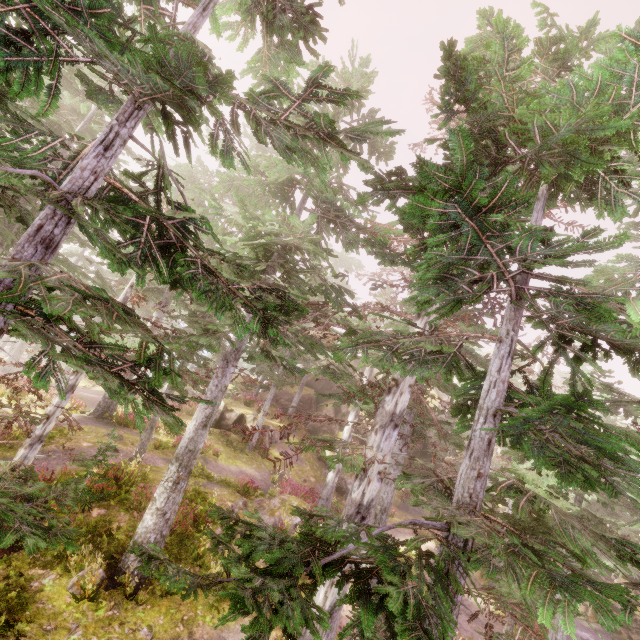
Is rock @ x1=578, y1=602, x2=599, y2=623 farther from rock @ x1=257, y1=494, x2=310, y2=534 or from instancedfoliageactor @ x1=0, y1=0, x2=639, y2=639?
rock @ x1=257, y1=494, x2=310, y2=534

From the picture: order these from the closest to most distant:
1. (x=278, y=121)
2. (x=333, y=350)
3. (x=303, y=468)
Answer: (x=278, y=121)
(x=333, y=350)
(x=303, y=468)

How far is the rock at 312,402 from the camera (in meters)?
30.80

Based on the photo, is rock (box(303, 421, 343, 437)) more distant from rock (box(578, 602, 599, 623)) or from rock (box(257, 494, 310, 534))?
rock (box(257, 494, 310, 534))

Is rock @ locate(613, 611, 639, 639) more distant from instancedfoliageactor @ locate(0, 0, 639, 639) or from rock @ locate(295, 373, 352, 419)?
rock @ locate(295, 373, 352, 419)

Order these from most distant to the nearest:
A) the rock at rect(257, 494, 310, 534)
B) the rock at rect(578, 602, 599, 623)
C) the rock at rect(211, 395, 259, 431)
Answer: the rock at rect(211, 395, 259, 431), the rock at rect(578, 602, 599, 623), the rock at rect(257, 494, 310, 534)
